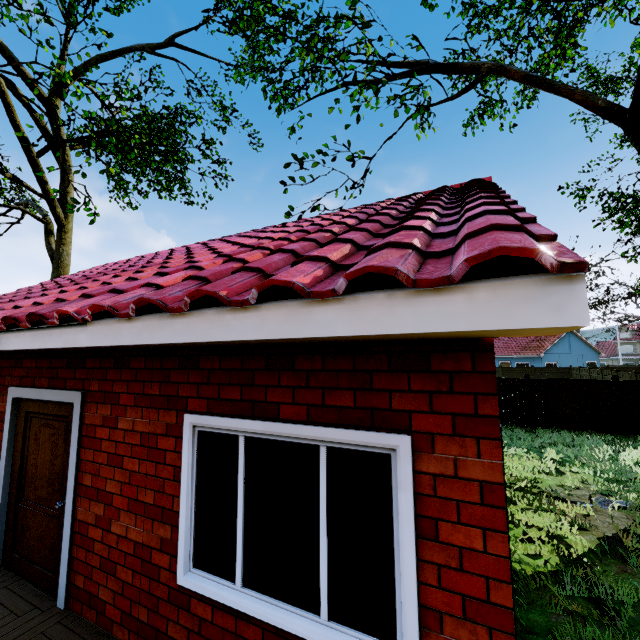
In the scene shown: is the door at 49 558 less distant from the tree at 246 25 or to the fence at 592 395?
the fence at 592 395

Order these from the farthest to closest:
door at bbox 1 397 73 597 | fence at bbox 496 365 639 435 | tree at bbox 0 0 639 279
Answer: fence at bbox 496 365 639 435 → tree at bbox 0 0 639 279 → door at bbox 1 397 73 597

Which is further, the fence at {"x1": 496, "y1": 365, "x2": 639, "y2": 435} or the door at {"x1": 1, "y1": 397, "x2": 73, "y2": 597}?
the fence at {"x1": 496, "y1": 365, "x2": 639, "y2": 435}

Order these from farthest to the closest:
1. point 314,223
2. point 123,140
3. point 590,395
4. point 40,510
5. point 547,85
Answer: point 590,395 → point 123,140 → point 547,85 → point 314,223 → point 40,510

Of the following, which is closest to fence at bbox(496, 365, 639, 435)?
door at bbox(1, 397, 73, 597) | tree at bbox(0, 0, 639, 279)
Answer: tree at bbox(0, 0, 639, 279)

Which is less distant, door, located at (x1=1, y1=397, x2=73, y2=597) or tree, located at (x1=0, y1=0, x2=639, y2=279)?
door, located at (x1=1, y1=397, x2=73, y2=597)

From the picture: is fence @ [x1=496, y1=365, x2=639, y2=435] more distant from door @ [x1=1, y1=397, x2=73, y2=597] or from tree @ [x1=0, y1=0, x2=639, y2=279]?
door @ [x1=1, y1=397, x2=73, y2=597]
